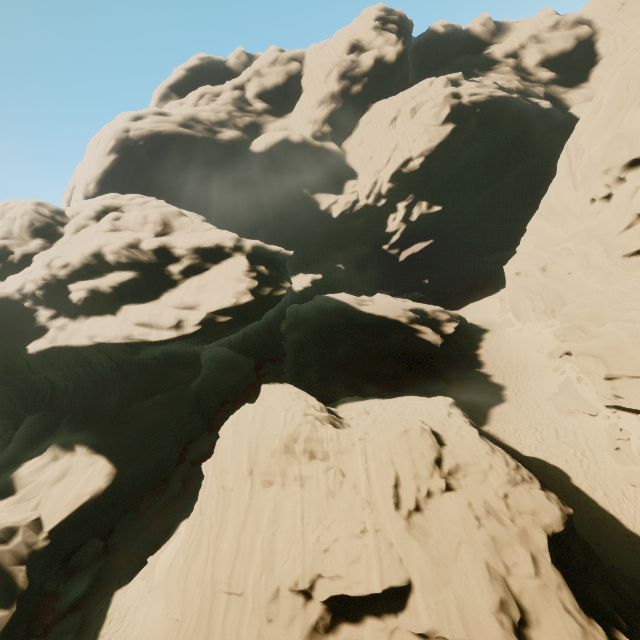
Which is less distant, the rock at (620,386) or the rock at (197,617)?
the rock at (197,617)

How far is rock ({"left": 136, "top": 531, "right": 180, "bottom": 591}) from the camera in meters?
17.0

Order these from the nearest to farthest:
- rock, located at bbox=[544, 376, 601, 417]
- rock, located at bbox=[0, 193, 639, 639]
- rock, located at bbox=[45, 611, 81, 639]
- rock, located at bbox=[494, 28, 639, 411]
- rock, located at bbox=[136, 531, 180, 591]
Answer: rock, located at bbox=[0, 193, 639, 639] → rock, located at bbox=[45, 611, 81, 639] → rock, located at bbox=[136, 531, 180, 591] → rock, located at bbox=[494, 28, 639, 411] → rock, located at bbox=[544, 376, 601, 417]

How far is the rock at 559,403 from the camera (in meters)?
20.64

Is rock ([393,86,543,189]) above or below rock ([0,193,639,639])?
above

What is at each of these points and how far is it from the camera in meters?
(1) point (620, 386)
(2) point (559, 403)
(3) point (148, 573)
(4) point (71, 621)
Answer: (1) rock, 18.5
(2) rock, 22.0
(3) rock, 17.9
(4) rock, 16.2
